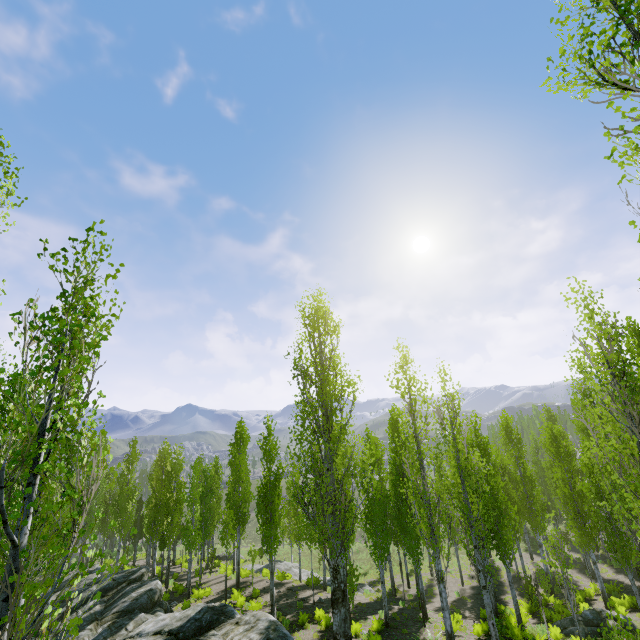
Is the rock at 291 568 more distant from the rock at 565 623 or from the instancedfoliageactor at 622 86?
the rock at 565 623

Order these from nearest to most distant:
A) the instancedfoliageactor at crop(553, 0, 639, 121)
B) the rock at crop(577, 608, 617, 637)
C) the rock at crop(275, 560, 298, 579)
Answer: the instancedfoliageactor at crop(553, 0, 639, 121)
the rock at crop(577, 608, 617, 637)
the rock at crop(275, 560, 298, 579)

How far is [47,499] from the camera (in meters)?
9.22

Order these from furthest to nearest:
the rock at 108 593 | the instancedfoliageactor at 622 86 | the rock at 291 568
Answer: the rock at 291 568 → the rock at 108 593 → the instancedfoliageactor at 622 86

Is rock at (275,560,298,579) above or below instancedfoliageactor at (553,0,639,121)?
below

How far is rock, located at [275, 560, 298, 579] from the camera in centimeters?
2836cm

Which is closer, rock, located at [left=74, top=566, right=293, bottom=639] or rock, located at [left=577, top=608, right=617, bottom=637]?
rock, located at [left=74, top=566, right=293, bottom=639]
